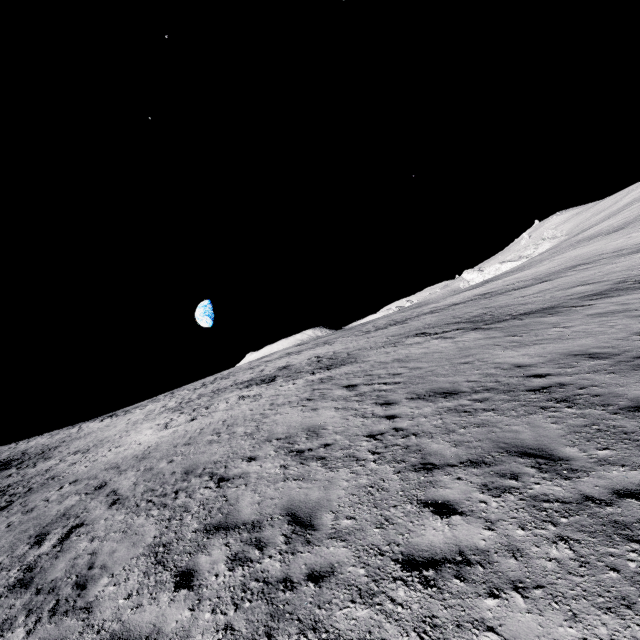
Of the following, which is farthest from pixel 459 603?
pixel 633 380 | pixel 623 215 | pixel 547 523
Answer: pixel 623 215
